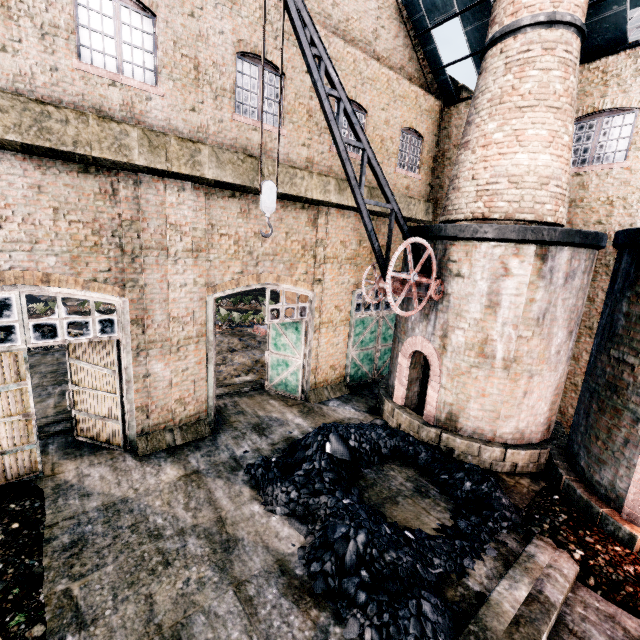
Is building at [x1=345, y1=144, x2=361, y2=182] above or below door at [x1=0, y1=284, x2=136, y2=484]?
above

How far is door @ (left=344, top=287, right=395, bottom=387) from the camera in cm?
1491

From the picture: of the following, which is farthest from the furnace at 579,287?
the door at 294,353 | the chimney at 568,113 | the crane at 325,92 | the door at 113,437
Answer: the door at 113,437

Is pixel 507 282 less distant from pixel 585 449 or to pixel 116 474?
pixel 585 449

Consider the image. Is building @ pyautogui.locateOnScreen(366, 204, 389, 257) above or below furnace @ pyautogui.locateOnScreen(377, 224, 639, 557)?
above

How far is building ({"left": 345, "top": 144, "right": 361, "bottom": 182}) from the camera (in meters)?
12.52

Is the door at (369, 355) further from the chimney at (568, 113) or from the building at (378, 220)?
the chimney at (568, 113)
